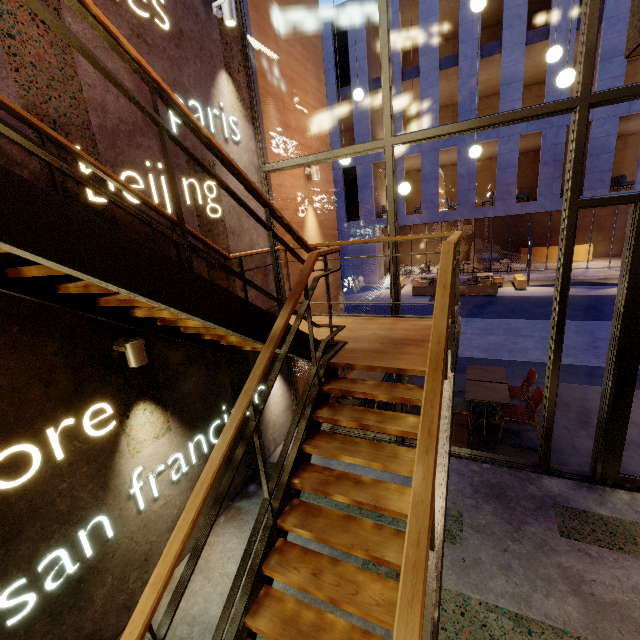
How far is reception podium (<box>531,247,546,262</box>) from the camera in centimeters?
2202cm

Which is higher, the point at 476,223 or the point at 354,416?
the point at 476,223

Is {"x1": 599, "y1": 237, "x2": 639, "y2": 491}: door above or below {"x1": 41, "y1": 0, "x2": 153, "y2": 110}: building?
below

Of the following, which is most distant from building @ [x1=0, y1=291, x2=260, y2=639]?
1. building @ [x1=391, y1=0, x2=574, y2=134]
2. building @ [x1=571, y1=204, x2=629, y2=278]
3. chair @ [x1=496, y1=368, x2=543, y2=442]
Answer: building @ [x1=571, y1=204, x2=629, y2=278]

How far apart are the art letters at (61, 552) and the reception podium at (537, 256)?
26.2 meters

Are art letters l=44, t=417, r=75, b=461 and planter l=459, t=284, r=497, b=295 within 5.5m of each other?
no

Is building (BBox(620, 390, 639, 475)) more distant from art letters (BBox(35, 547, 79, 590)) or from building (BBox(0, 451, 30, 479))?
art letters (BBox(35, 547, 79, 590))

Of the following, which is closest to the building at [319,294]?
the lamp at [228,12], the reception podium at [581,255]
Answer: the lamp at [228,12]
